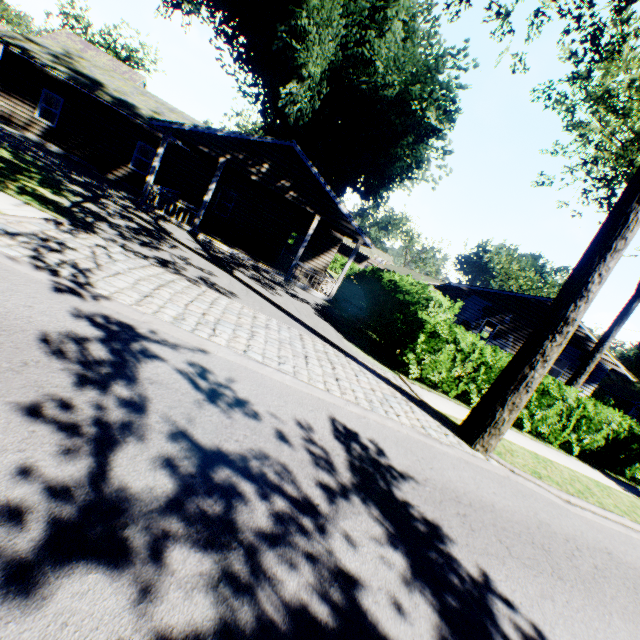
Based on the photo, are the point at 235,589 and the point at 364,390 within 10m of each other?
yes

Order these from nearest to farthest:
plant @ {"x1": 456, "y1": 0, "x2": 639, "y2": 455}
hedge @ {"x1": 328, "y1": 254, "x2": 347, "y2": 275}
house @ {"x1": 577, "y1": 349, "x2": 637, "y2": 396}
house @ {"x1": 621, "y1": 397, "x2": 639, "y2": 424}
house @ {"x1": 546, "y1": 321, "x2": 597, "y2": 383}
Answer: plant @ {"x1": 456, "y1": 0, "x2": 639, "y2": 455}, house @ {"x1": 577, "y1": 349, "x2": 637, "y2": 396}, house @ {"x1": 546, "y1": 321, "x2": 597, "y2": 383}, hedge @ {"x1": 328, "y1": 254, "x2": 347, "y2": 275}, house @ {"x1": 621, "y1": 397, "x2": 639, "y2": 424}

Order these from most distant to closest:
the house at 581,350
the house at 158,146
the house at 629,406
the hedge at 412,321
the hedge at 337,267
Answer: the house at 629,406 → the hedge at 337,267 → the house at 581,350 → the house at 158,146 → the hedge at 412,321

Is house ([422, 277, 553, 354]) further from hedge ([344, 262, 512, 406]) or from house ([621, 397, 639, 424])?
house ([621, 397, 639, 424])

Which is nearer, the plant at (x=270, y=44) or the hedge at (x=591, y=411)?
the hedge at (x=591, y=411)

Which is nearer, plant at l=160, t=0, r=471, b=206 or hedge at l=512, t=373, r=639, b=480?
hedge at l=512, t=373, r=639, b=480

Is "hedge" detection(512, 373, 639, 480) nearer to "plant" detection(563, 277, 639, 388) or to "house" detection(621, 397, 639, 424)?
"plant" detection(563, 277, 639, 388)
